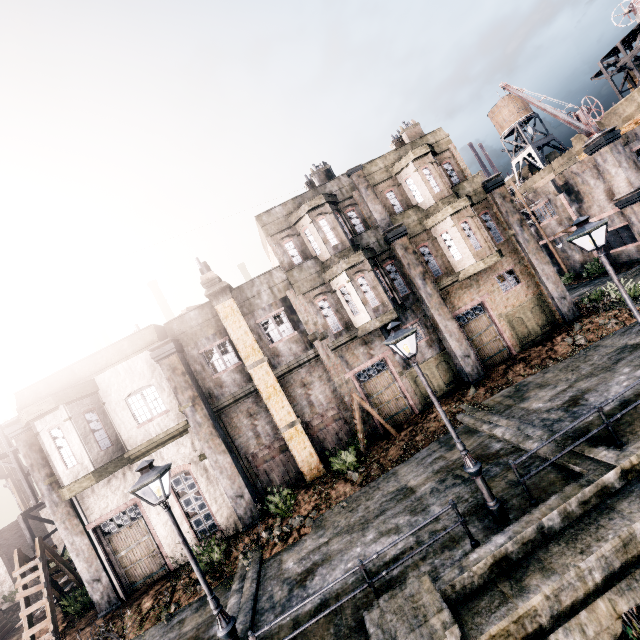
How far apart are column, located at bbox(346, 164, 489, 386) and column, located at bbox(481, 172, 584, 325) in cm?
555

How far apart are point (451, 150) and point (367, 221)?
6.95m

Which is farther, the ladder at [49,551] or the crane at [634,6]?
the crane at [634,6]

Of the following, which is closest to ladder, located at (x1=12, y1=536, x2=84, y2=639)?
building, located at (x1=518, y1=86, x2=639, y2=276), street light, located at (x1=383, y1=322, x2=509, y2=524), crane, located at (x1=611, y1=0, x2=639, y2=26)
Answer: street light, located at (x1=383, y1=322, x2=509, y2=524)

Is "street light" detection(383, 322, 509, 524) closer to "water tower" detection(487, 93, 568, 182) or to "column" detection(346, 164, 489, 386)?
"column" detection(346, 164, 489, 386)

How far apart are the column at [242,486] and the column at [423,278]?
12.2m

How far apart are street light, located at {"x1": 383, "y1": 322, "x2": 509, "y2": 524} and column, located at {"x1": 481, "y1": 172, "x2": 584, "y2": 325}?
14.2 meters

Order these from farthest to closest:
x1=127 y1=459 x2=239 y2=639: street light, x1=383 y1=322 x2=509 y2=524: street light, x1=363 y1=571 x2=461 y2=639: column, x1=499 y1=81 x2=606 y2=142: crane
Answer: x1=499 y1=81 x2=606 y2=142: crane < x1=383 y1=322 x2=509 y2=524: street light < x1=127 y1=459 x2=239 y2=639: street light < x1=363 y1=571 x2=461 y2=639: column
